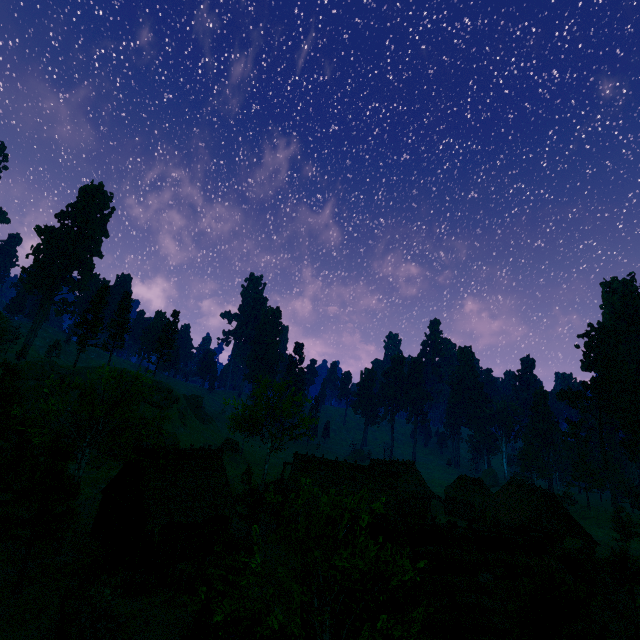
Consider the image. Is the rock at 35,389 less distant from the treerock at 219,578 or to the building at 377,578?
the treerock at 219,578

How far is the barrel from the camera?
20.61m

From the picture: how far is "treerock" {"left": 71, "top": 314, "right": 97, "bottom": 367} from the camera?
58.2m

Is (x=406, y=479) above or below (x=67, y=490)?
below

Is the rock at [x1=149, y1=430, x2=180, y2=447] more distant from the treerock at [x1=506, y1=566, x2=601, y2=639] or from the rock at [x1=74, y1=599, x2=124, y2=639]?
the rock at [x1=74, y1=599, x2=124, y2=639]

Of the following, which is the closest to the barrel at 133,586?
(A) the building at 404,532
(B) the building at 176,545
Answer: (B) the building at 176,545

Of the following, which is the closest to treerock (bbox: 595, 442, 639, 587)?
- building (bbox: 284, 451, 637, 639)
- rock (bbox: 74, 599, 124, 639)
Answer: building (bbox: 284, 451, 637, 639)

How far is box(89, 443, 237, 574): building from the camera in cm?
2409
